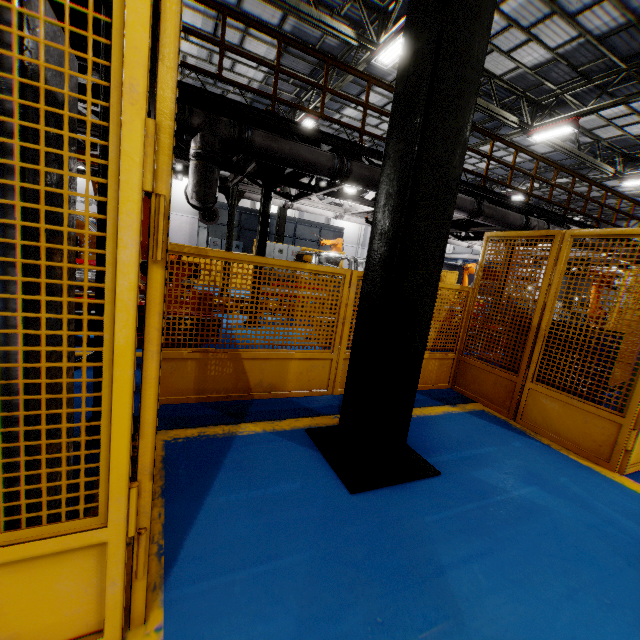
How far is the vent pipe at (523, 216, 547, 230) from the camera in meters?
9.1

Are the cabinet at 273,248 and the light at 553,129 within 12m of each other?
yes

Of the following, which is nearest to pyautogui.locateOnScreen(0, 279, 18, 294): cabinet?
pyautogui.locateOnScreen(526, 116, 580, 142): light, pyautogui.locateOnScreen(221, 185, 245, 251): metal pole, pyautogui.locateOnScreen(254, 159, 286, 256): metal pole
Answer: pyautogui.locateOnScreen(254, 159, 286, 256): metal pole

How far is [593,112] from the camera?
11.14m

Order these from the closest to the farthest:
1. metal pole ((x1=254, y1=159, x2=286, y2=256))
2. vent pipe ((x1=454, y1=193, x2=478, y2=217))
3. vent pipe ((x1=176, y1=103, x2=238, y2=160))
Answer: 1. vent pipe ((x1=176, y1=103, x2=238, y2=160))
2. metal pole ((x1=254, y1=159, x2=286, y2=256))
3. vent pipe ((x1=454, y1=193, x2=478, y2=217))

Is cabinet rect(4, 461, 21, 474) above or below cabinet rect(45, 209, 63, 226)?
below

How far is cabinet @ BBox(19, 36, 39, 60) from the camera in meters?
0.9 m

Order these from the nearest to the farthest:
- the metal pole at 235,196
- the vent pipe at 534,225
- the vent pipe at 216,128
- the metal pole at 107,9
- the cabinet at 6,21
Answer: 1. the cabinet at 6,21
2. the metal pole at 107,9
3. the vent pipe at 216,128
4. the vent pipe at 534,225
5. the metal pole at 235,196
